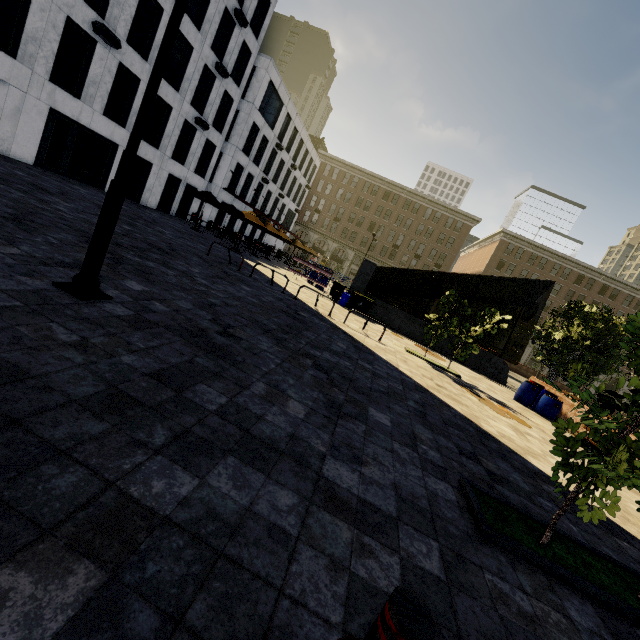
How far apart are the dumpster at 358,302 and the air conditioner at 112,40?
17.4 meters

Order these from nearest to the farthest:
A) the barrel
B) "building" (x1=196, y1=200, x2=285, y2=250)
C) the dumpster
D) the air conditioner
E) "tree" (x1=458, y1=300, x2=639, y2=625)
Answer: "tree" (x1=458, y1=300, x2=639, y2=625)
the barrel
the air conditioner
the dumpster
"building" (x1=196, y1=200, x2=285, y2=250)

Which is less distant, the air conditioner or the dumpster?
the air conditioner

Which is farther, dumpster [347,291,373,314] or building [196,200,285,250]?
building [196,200,285,250]

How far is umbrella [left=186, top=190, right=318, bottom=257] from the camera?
21.3 meters

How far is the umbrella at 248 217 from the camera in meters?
21.3 m

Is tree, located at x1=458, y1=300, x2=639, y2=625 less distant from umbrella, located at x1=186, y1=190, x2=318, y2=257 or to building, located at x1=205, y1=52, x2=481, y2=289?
building, located at x1=205, y1=52, x2=481, y2=289

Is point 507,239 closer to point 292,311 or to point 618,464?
point 292,311
